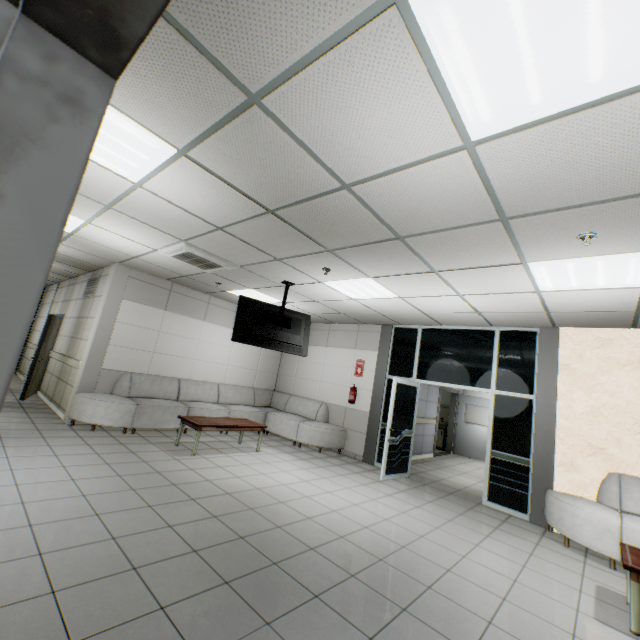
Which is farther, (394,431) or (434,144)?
(394,431)

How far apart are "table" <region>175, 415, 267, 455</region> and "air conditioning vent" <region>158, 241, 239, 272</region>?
2.73m

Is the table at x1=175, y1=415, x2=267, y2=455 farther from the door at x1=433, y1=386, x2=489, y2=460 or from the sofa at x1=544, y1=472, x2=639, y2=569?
the door at x1=433, y1=386, x2=489, y2=460

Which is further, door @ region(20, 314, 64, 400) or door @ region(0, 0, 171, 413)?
door @ region(20, 314, 64, 400)

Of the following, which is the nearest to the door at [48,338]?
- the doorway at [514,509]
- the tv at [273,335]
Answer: the tv at [273,335]

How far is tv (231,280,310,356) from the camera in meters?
5.7

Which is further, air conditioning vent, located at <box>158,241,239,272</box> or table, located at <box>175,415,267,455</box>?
table, located at <box>175,415,267,455</box>

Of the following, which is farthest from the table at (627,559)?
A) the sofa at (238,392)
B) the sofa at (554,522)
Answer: the sofa at (238,392)
